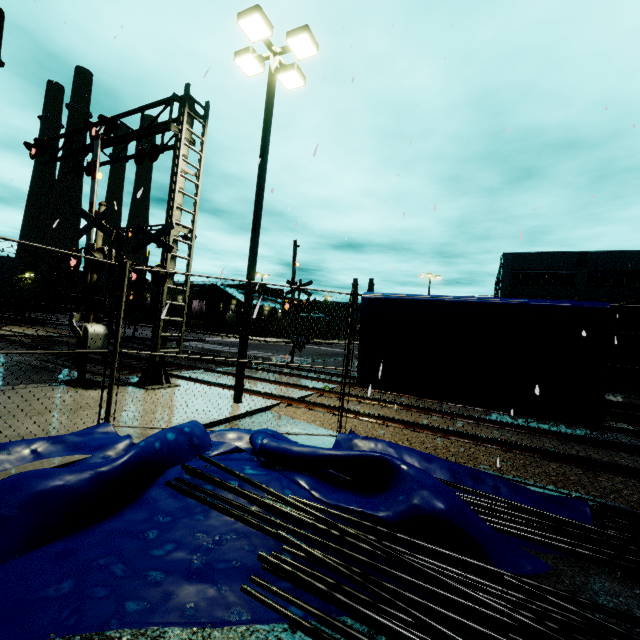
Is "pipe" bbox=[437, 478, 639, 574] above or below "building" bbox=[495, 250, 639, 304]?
below

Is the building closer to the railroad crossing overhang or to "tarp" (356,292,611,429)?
"tarp" (356,292,611,429)

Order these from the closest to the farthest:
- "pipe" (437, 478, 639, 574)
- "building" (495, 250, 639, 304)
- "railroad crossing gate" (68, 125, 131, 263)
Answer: "pipe" (437, 478, 639, 574)
"railroad crossing gate" (68, 125, 131, 263)
"building" (495, 250, 639, 304)

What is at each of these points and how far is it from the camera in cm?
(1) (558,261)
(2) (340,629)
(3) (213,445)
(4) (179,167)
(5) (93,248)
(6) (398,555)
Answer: (1) building, 3997
(2) pipe, 246
(3) tarp, 557
(4) railroad crossing overhang, 932
(5) railroad crossing gate, 893
(6) pipe, 306

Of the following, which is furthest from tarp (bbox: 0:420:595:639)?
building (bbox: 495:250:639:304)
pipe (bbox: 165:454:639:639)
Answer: building (bbox: 495:250:639:304)

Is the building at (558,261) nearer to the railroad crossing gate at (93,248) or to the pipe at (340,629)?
the pipe at (340,629)

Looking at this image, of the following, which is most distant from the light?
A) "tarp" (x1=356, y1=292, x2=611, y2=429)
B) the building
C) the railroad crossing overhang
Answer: the building

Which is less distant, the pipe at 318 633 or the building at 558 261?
the pipe at 318 633
